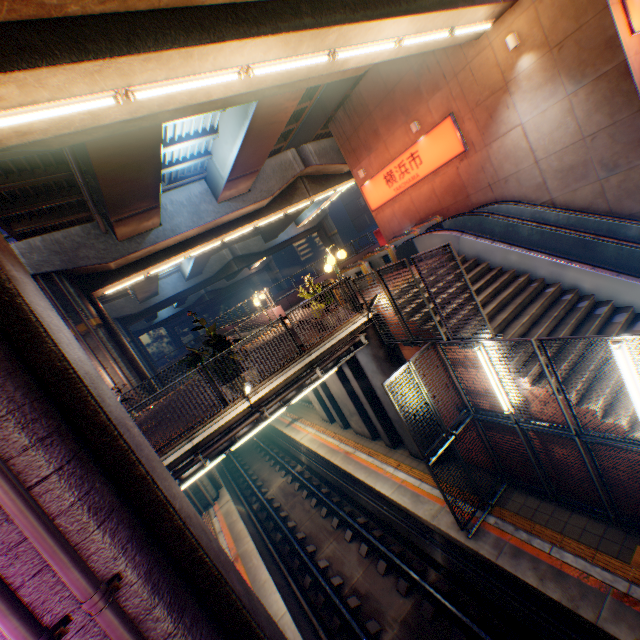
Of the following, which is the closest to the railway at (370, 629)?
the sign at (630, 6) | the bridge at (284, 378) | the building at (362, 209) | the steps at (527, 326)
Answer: the steps at (527, 326)

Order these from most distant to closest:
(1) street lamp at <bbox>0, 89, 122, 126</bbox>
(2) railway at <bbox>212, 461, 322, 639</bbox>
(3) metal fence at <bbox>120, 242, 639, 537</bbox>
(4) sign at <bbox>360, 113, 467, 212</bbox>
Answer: (4) sign at <bbox>360, 113, 467, 212</bbox> → (2) railway at <bbox>212, 461, 322, 639</bbox> → (3) metal fence at <bbox>120, 242, 639, 537</bbox> → (1) street lamp at <bbox>0, 89, 122, 126</bbox>

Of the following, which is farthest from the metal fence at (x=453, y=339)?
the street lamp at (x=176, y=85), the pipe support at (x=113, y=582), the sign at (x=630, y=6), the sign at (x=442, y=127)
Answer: the sign at (x=442, y=127)

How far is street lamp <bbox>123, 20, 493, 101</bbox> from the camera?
5.73m

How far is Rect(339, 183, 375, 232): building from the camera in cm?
5484

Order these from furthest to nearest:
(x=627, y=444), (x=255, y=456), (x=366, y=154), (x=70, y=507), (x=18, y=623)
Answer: (x=255, y=456) → (x=366, y=154) → (x=627, y=444) → (x=70, y=507) → (x=18, y=623)

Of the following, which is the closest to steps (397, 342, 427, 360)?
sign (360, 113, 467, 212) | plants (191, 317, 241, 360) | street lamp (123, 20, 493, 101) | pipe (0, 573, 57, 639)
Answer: plants (191, 317, 241, 360)

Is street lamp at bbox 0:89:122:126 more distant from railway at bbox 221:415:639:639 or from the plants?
railway at bbox 221:415:639:639
